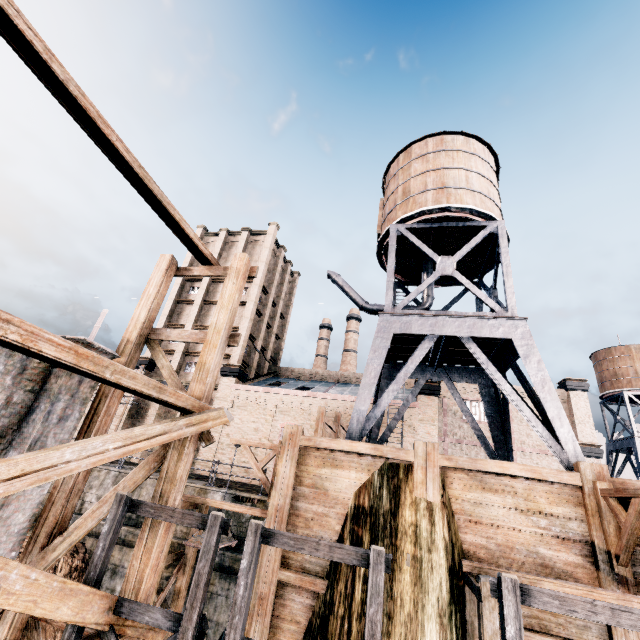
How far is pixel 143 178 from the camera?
9.1m

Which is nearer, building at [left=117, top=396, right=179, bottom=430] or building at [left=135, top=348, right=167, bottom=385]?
building at [left=117, top=396, right=179, bottom=430]

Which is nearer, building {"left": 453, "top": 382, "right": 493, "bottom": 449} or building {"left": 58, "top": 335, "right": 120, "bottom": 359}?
building {"left": 58, "top": 335, "right": 120, "bottom": 359}

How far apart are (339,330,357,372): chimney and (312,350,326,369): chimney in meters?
2.5

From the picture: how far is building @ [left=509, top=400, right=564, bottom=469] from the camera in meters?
31.7 m

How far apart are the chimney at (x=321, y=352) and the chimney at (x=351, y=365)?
2.5 meters

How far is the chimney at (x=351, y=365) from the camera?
56.69m

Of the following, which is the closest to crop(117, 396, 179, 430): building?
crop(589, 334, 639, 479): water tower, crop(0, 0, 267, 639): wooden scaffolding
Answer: crop(589, 334, 639, 479): water tower
